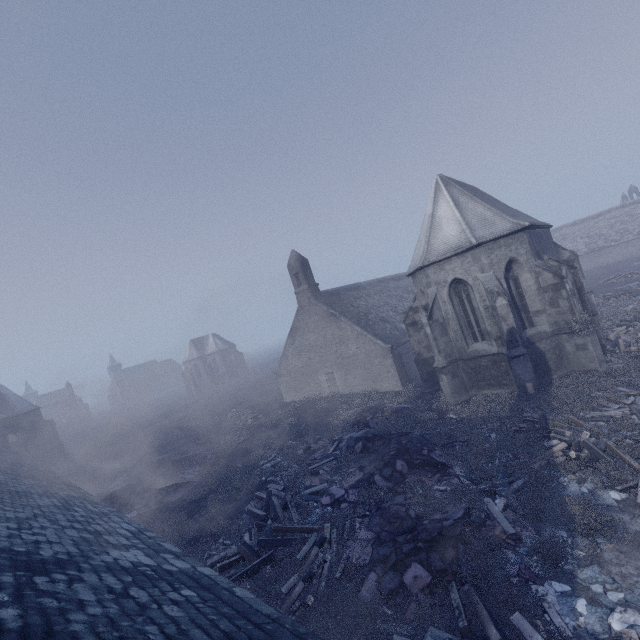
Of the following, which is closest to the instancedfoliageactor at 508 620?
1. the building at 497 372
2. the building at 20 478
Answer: the building at 20 478

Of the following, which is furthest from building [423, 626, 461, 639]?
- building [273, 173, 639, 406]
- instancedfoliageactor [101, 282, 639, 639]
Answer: building [273, 173, 639, 406]

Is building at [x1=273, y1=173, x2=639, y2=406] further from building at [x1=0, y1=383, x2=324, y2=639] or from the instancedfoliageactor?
→ building at [x1=0, y1=383, x2=324, y2=639]

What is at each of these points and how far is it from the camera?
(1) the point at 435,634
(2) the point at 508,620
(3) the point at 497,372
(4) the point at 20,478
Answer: (1) building, 3.1m
(2) instancedfoliageactor, 5.7m
(3) building, 15.9m
(4) building, 12.5m

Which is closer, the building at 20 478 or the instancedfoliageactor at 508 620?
the building at 20 478

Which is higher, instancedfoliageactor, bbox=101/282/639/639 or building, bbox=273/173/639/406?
building, bbox=273/173/639/406

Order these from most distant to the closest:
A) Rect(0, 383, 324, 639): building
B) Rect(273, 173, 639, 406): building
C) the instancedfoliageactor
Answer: Rect(273, 173, 639, 406): building
the instancedfoliageactor
Rect(0, 383, 324, 639): building

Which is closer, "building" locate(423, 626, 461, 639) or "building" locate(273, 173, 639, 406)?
"building" locate(423, 626, 461, 639)
